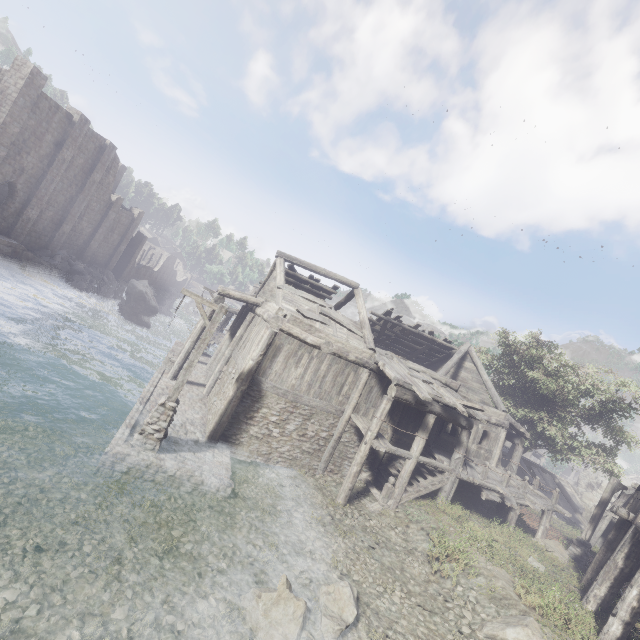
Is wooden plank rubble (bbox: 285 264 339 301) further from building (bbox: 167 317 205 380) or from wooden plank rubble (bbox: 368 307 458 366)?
wooden plank rubble (bbox: 368 307 458 366)

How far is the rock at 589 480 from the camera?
39.12m

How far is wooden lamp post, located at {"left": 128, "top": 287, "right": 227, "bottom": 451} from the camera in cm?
1017

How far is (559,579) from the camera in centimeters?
1241cm

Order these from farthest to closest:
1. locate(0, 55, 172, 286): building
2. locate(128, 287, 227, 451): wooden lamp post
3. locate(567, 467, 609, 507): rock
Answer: locate(567, 467, 609, 507): rock < locate(0, 55, 172, 286): building < locate(128, 287, 227, 451): wooden lamp post

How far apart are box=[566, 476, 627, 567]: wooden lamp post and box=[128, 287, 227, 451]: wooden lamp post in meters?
20.4

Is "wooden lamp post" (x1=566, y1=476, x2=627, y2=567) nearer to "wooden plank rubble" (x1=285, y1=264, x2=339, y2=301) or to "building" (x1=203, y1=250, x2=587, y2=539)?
"building" (x1=203, y1=250, x2=587, y2=539)

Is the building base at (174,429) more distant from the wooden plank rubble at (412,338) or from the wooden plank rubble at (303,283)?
the wooden plank rubble at (412,338)
